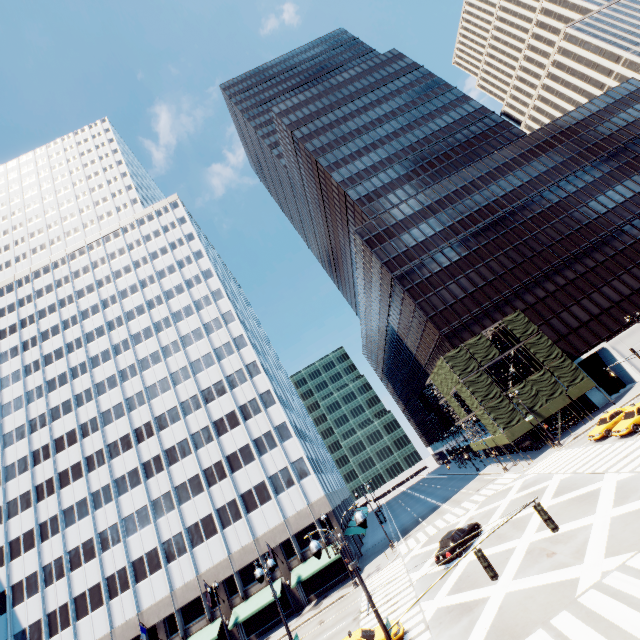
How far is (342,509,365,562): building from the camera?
41.6 meters

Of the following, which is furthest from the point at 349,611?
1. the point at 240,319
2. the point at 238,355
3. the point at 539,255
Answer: the point at 539,255

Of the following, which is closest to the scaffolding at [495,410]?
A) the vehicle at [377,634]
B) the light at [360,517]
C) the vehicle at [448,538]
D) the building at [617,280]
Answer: the building at [617,280]

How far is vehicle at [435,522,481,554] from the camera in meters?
24.9

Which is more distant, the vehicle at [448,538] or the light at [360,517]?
the vehicle at [448,538]

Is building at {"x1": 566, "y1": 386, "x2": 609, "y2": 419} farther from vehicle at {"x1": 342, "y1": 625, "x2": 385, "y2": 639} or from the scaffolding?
vehicle at {"x1": 342, "y1": 625, "x2": 385, "y2": 639}

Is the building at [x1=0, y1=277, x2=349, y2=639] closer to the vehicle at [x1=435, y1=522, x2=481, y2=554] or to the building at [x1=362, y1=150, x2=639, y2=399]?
the vehicle at [x1=435, y1=522, x2=481, y2=554]

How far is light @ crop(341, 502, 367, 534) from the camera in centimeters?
1119cm
